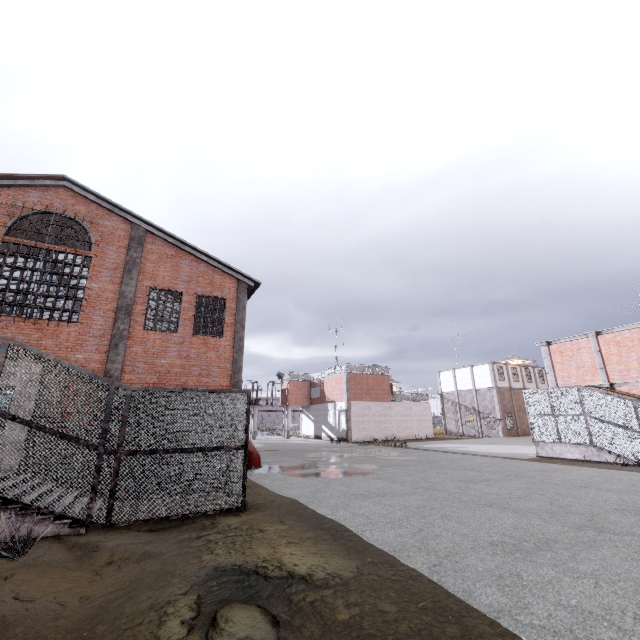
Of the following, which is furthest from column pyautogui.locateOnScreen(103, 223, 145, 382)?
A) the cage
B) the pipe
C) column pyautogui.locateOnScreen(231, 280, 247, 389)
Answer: the cage

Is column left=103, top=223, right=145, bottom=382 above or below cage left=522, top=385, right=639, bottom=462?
above

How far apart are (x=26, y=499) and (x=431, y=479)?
12.0 meters

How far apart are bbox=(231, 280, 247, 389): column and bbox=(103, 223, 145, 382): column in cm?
427

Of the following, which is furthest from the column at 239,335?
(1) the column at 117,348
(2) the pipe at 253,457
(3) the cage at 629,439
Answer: (3) the cage at 629,439

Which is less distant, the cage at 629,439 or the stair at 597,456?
the cage at 629,439

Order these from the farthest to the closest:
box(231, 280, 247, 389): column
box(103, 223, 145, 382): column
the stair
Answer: the stair, box(231, 280, 247, 389): column, box(103, 223, 145, 382): column

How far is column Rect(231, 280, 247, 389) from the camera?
15.0 meters
